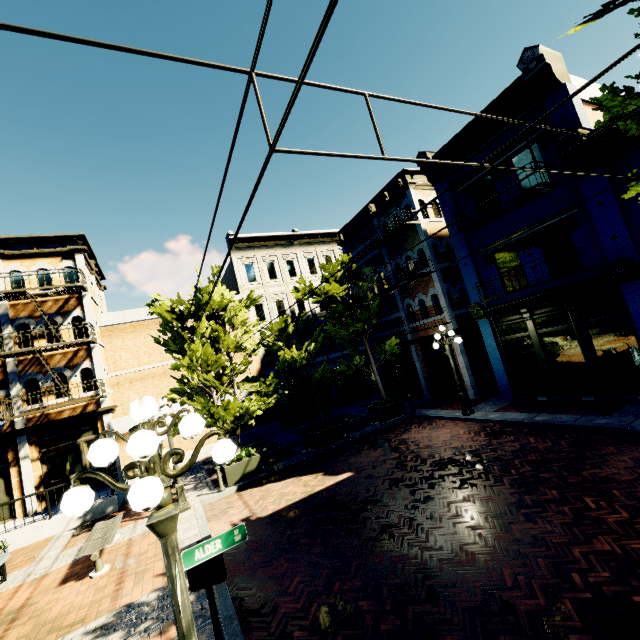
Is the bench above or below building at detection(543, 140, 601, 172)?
below

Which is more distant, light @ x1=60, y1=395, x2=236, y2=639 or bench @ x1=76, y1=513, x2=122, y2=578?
bench @ x1=76, y1=513, x2=122, y2=578

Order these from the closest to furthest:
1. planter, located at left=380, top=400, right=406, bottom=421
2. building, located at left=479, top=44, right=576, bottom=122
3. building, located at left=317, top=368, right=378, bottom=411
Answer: building, located at left=479, top=44, right=576, bottom=122
planter, located at left=380, top=400, right=406, bottom=421
building, located at left=317, top=368, right=378, bottom=411

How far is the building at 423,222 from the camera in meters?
12.3

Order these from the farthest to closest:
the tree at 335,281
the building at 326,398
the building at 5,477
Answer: the building at 326,398 < the tree at 335,281 < the building at 5,477

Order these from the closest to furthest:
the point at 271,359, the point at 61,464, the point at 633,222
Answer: the point at 633,222 → the point at 61,464 → the point at 271,359

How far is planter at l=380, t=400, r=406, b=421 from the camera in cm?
1494

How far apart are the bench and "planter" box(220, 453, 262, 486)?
3.2 meters
